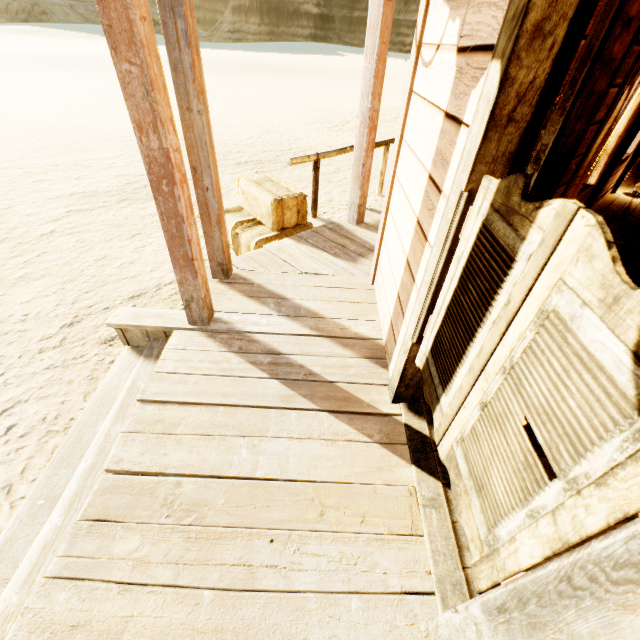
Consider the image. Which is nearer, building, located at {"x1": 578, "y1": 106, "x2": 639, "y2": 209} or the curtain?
the curtain

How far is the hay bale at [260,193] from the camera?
4.0m

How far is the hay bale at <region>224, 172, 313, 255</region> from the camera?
4.0m

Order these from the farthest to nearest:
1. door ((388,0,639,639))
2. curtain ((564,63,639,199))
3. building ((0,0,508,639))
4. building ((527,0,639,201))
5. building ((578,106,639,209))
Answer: building ((578,106,639,209)) → curtain ((564,63,639,199)) → building ((527,0,639,201)) → building ((0,0,508,639)) → door ((388,0,639,639))

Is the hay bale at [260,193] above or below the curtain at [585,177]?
below

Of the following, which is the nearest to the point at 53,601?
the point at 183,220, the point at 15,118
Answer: the point at 183,220

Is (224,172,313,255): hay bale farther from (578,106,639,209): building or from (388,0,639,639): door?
(388,0,639,639): door

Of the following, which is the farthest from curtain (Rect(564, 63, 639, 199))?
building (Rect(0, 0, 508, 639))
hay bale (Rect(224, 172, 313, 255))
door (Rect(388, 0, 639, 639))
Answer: hay bale (Rect(224, 172, 313, 255))
